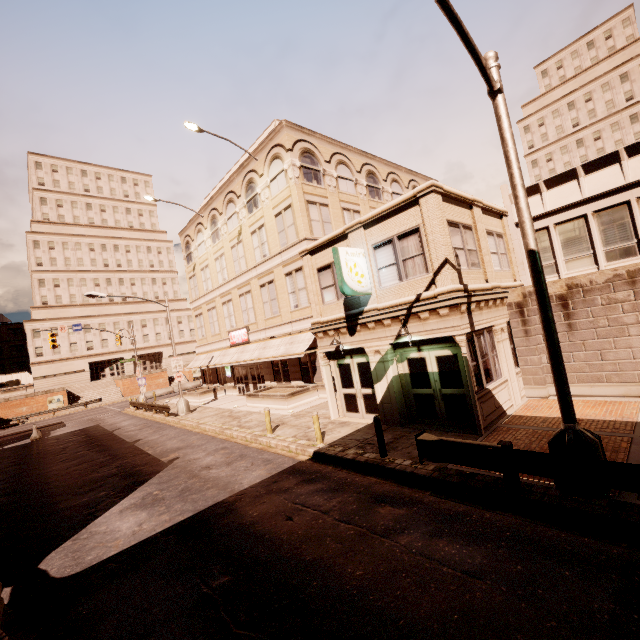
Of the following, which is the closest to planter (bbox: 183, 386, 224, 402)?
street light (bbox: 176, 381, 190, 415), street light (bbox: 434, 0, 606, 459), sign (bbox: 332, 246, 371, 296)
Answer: street light (bbox: 176, 381, 190, 415)

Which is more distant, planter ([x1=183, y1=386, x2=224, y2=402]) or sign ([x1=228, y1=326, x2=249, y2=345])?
planter ([x1=183, y1=386, x2=224, y2=402])

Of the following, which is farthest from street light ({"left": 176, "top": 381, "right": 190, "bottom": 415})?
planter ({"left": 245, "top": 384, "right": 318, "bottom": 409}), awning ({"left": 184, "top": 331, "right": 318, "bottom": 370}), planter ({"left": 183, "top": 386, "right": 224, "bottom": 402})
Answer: planter ({"left": 245, "top": 384, "right": 318, "bottom": 409})

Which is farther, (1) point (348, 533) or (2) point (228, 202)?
(2) point (228, 202)

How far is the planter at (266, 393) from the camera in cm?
1944

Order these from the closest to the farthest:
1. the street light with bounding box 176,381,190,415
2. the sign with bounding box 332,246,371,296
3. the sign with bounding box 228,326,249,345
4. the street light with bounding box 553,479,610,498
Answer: the street light with bounding box 553,479,610,498 → the sign with bounding box 332,246,371,296 → the street light with bounding box 176,381,190,415 → the sign with bounding box 228,326,249,345

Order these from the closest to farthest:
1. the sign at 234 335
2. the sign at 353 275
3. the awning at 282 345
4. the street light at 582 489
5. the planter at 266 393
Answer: the street light at 582 489 < the sign at 353 275 < the planter at 266 393 < the awning at 282 345 < the sign at 234 335

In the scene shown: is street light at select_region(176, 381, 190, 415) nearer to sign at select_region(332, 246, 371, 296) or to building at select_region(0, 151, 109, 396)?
sign at select_region(332, 246, 371, 296)
